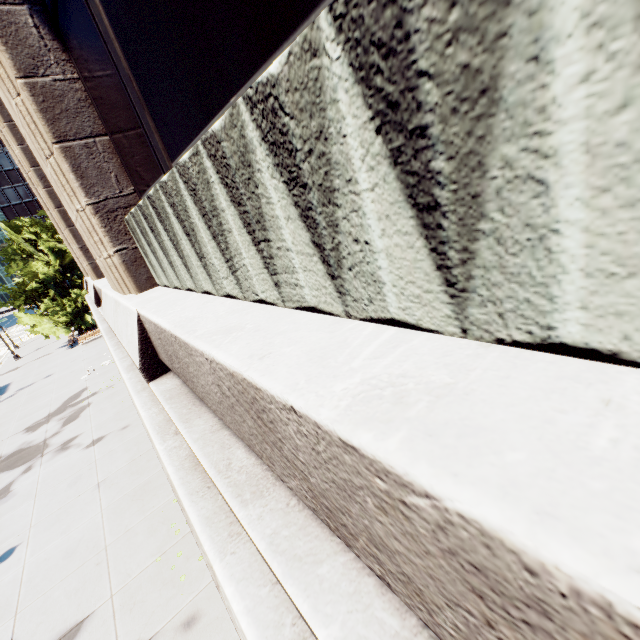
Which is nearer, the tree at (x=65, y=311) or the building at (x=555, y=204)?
the building at (x=555, y=204)

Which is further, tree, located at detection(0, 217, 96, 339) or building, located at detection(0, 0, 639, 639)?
tree, located at detection(0, 217, 96, 339)

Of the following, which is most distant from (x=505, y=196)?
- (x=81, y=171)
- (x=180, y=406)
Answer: (x=81, y=171)
